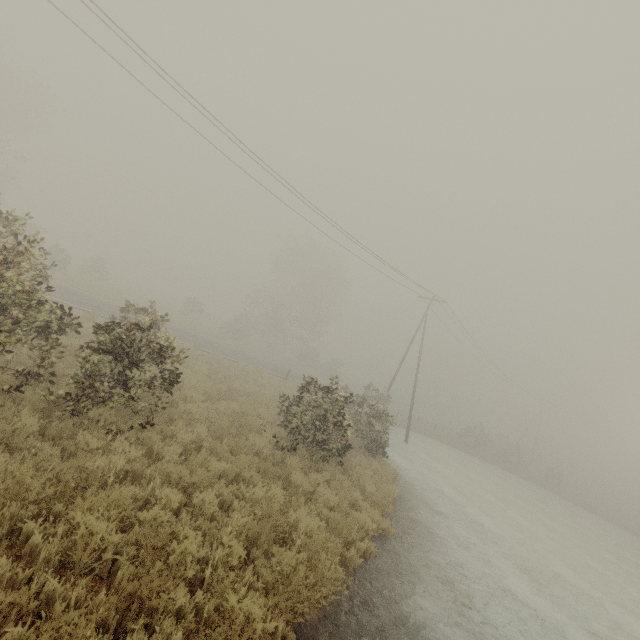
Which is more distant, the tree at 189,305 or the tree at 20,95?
the tree at 189,305

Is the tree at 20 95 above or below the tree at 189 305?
above

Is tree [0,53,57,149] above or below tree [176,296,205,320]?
above

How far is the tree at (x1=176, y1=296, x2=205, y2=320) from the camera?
40.6 meters

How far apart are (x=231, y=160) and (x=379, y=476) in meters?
16.1

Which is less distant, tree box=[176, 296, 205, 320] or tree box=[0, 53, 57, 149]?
tree box=[0, 53, 57, 149]
